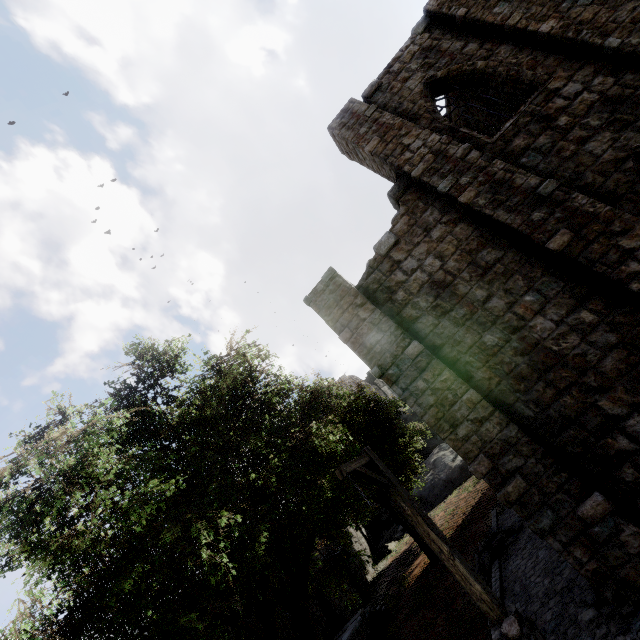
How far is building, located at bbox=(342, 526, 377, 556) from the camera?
28.73m

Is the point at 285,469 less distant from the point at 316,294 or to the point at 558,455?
the point at 316,294

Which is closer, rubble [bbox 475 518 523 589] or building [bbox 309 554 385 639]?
rubble [bbox 475 518 523 589]

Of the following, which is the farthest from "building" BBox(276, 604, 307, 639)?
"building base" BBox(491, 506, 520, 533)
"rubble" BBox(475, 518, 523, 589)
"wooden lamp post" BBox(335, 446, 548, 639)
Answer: "rubble" BBox(475, 518, 523, 589)

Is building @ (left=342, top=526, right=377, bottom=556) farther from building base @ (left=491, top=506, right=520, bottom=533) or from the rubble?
the rubble

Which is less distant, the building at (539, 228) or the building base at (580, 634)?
the building base at (580, 634)

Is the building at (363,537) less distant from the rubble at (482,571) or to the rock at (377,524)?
the rock at (377,524)

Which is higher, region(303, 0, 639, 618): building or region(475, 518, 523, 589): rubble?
region(303, 0, 639, 618): building
